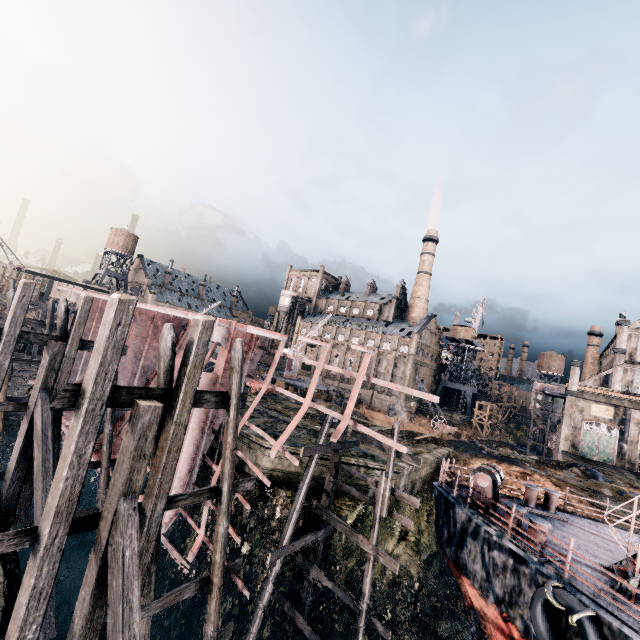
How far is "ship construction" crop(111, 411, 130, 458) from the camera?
18.0 meters

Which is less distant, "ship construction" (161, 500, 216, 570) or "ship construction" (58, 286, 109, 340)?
"ship construction" (161, 500, 216, 570)

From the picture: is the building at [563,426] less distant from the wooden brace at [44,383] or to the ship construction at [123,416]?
the ship construction at [123,416]

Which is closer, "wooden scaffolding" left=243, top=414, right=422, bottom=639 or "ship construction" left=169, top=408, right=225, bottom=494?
"wooden scaffolding" left=243, top=414, right=422, bottom=639

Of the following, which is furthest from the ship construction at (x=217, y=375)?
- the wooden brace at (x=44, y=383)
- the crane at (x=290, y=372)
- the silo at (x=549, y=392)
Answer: the silo at (x=549, y=392)

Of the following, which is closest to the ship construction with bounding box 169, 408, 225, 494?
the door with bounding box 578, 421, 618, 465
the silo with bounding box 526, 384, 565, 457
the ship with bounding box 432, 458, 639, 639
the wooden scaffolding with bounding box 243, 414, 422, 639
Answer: the wooden scaffolding with bounding box 243, 414, 422, 639

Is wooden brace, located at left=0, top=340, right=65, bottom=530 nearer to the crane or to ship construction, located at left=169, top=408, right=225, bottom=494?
ship construction, located at left=169, top=408, right=225, bottom=494

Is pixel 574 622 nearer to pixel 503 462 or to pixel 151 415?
pixel 151 415
